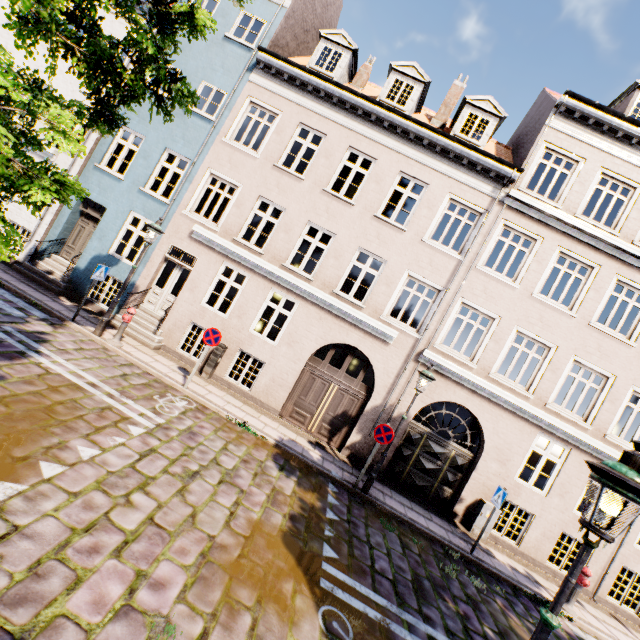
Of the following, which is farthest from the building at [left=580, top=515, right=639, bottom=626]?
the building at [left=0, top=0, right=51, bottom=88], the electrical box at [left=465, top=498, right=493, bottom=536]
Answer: the building at [left=0, top=0, right=51, bottom=88]

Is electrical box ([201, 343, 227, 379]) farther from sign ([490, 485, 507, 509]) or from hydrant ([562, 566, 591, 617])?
hydrant ([562, 566, 591, 617])

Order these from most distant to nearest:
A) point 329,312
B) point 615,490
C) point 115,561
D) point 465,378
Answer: point 329,312 → point 465,378 → point 115,561 → point 615,490

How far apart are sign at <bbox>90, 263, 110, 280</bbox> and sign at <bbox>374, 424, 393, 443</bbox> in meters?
9.2

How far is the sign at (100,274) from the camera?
9.4 meters

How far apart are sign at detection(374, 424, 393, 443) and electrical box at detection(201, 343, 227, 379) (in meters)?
5.54

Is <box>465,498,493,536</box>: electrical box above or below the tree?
below

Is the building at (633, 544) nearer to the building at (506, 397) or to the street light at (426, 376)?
the street light at (426, 376)
